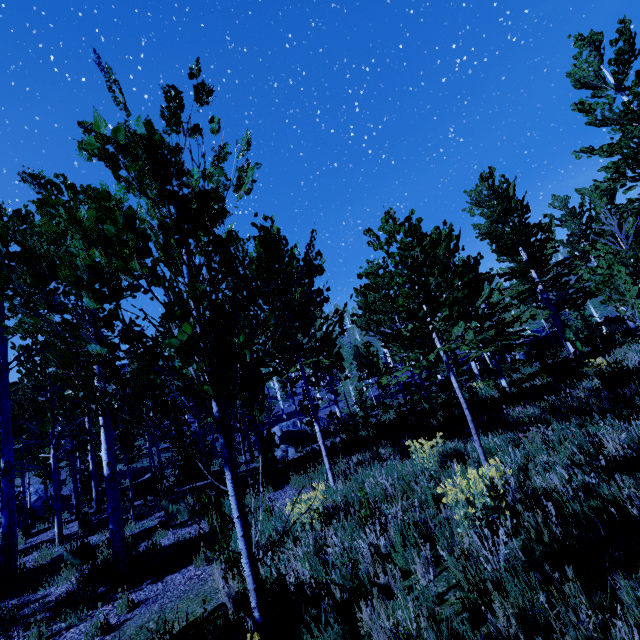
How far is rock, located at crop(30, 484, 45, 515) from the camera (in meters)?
30.11

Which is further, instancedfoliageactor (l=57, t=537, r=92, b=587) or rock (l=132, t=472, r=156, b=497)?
rock (l=132, t=472, r=156, b=497)

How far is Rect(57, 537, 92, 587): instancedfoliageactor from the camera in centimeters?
681cm

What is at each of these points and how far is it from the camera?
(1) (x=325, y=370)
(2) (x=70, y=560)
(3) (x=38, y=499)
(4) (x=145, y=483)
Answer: (1) instancedfoliageactor, 8.15m
(2) instancedfoliageactor, 7.46m
(3) rock, 30.84m
(4) rock, 14.95m

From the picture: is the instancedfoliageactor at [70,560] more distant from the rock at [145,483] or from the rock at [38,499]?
the rock at [145,483]

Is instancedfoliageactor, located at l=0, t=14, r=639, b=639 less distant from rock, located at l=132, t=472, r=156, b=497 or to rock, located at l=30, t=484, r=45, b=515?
rock, located at l=30, t=484, r=45, b=515

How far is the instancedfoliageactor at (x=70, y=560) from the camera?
6.81m
